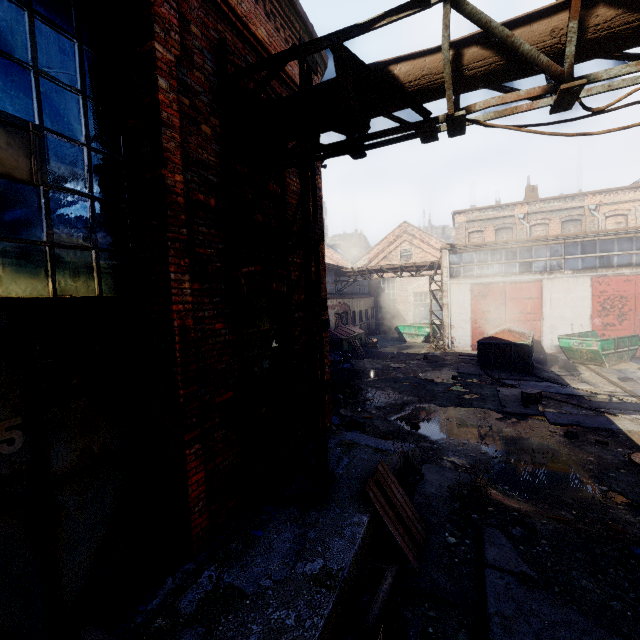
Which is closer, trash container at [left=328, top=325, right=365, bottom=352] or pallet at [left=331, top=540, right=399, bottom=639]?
pallet at [left=331, top=540, right=399, bottom=639]

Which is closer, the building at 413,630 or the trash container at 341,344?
the building at 413,630

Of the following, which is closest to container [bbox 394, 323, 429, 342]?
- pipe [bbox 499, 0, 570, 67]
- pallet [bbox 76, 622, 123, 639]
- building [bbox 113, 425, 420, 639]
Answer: building [bbox 113, 425, 420, 639]

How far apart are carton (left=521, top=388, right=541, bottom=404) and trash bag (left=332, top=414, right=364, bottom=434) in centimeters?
579cm

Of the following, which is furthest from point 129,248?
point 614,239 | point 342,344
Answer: point 614,239

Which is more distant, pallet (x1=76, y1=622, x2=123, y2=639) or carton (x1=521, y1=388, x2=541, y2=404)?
carton (x1=521, y1=388, x2=541, y2=404)

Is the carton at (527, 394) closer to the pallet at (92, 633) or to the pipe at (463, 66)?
the pipe at (463, 66)

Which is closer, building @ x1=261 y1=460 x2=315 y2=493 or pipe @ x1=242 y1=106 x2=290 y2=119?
pipe @ x1=242 y1=106 x2=290 y2=119
